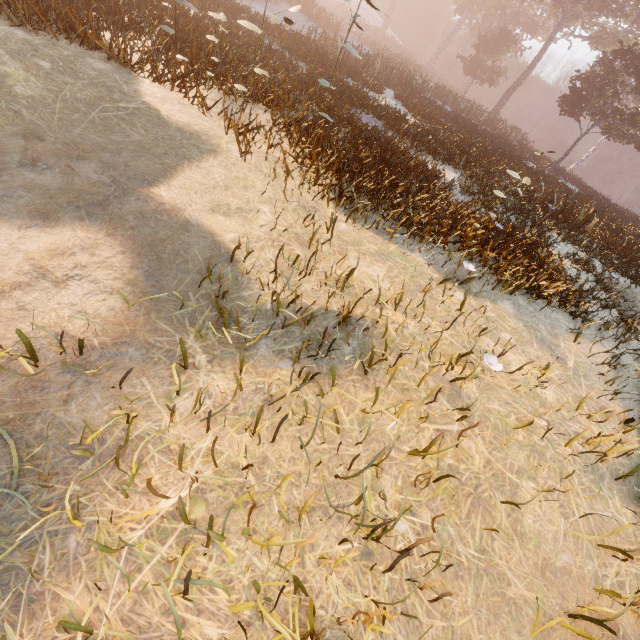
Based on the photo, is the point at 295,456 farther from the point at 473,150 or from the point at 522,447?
the point at 473,150
